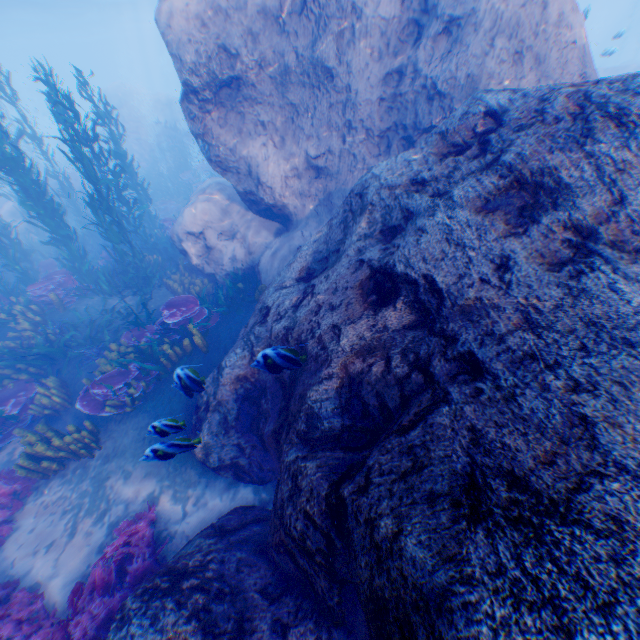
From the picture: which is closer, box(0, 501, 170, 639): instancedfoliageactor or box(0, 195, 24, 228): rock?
box(0, 501, 170, 639): instancedfoliageactor

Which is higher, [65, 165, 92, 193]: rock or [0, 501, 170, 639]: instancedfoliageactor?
[65, 165, 92, 193]: rock

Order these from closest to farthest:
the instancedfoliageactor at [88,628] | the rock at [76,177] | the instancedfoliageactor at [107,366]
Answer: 1. the instancedfoliageactor at [88,628]
2. the instancedfoliageactor at [107,366]
3. the rock at [76,177]

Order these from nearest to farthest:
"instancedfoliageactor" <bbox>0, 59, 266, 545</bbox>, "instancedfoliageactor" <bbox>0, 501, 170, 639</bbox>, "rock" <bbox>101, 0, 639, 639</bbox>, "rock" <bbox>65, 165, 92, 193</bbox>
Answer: "rock" <bbox>101, 0, 639, 639</bbox> → "instancedfoliageactor" <bbox>0, 501, 170, 639</bbox> → "instancedfoliageactor" <bbox>0, 59, 266, 545</bbox> → "rock" <bbox>65, 165, 92, 193</bbox>

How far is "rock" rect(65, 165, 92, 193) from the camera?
20.0 meters

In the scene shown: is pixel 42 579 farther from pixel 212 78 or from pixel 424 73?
pixel 424 73

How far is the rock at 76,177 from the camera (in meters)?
20.03
